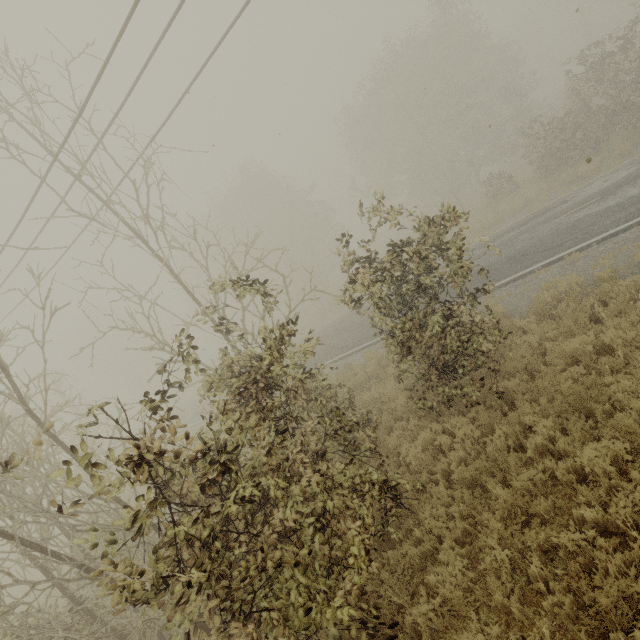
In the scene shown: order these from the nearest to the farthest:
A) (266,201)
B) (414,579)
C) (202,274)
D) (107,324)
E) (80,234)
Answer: (414,579)
(80,234)
(266,201)
(202,274)
(107,324)
